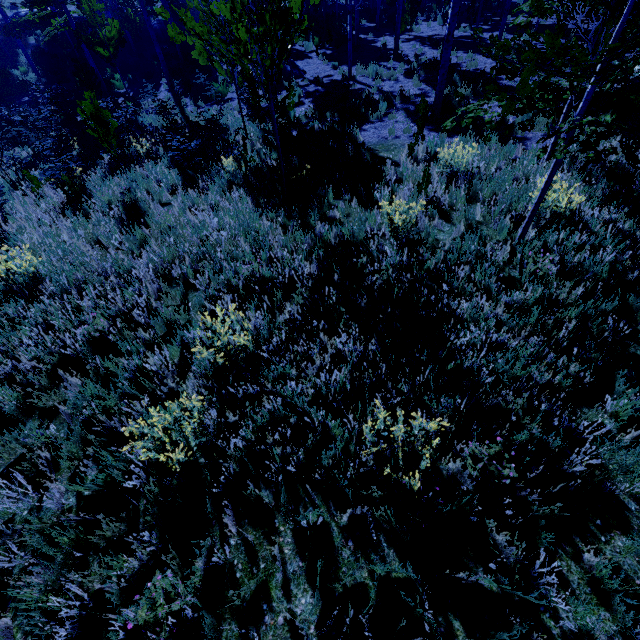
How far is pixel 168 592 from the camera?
2.7 meters

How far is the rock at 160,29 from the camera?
27.0 meters

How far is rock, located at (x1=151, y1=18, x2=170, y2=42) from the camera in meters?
27.0

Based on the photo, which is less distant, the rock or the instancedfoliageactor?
the instancedfoliageactor

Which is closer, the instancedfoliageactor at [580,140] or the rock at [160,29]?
the instancedfoliageactor at [580,140]
